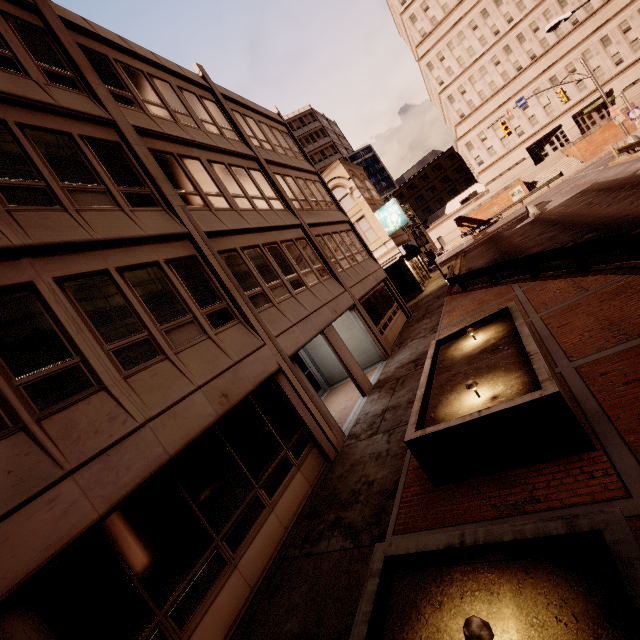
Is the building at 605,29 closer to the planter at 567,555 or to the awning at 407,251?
the awning at 407,251

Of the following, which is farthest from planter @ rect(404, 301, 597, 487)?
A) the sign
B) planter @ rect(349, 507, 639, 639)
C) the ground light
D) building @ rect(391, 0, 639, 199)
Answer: building @ rect(391, 0, 639, 199)

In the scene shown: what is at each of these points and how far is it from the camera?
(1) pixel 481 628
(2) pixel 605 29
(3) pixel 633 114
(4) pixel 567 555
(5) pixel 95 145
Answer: Result:
(1) ground light, 2.4m
(2) building, 47.1m
(3) sign, 24.0m
(4) planter, 2.8m
(5) building, 8.2m

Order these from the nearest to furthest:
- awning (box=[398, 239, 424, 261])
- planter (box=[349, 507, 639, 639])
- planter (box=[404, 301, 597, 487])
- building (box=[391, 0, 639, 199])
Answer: planter (box=[349, 507, 639, 639]) → planter (box=[404, 301, 597, 487]) → awning (box=[398, 239, 424, 261]) → building (box=[391, 0, 639, 199])

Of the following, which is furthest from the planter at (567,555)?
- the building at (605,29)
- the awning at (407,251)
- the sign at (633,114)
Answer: the building at (605,29)

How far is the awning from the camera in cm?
2694

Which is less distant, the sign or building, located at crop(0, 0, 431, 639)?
building, located at crop(0, 0, 431, 639)

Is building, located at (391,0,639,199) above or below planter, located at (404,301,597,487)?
above
